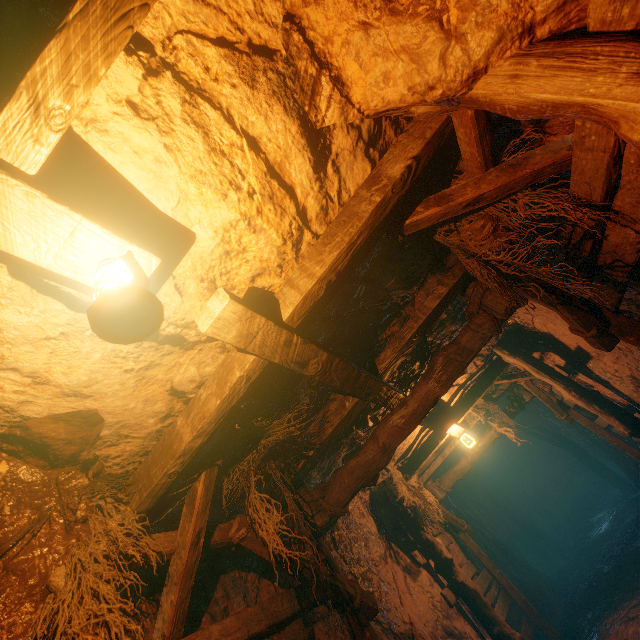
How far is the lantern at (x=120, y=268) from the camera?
1.1 meters

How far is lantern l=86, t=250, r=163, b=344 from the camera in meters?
Answer: 1.1

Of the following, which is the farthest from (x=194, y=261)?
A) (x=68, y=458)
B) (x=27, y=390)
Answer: (x=68, y=458)
